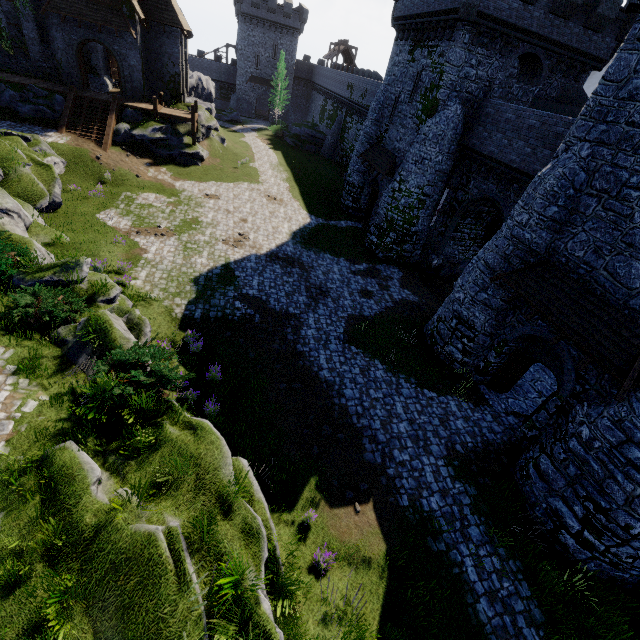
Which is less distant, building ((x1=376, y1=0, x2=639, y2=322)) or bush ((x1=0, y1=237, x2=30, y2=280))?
building ((x1=376, y1=0, x2=639, y2=322))

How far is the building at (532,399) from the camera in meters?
13.0

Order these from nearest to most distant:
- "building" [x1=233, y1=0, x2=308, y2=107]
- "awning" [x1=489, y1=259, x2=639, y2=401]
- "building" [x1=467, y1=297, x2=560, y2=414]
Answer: "awning" [x1=489, y1=259, x2=639, y2=401] → "building" [x1=467, y1=297, x2=560, y2=414] → "building" [x1=233, y1=0, x2=308, y2=107]

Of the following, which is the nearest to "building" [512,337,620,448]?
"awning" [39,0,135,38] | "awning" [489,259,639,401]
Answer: "awning" [489,259,639,401]

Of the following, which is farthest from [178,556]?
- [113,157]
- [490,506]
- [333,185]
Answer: [333,185]

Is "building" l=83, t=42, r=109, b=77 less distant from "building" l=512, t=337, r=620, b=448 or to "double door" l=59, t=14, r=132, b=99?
"double door" l=59, t=14, r=132, b=99

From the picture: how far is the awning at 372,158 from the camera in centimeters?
2362cm

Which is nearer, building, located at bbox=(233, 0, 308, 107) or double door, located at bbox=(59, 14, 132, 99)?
double door, located at bbox=(59, 14, 132, 99)
